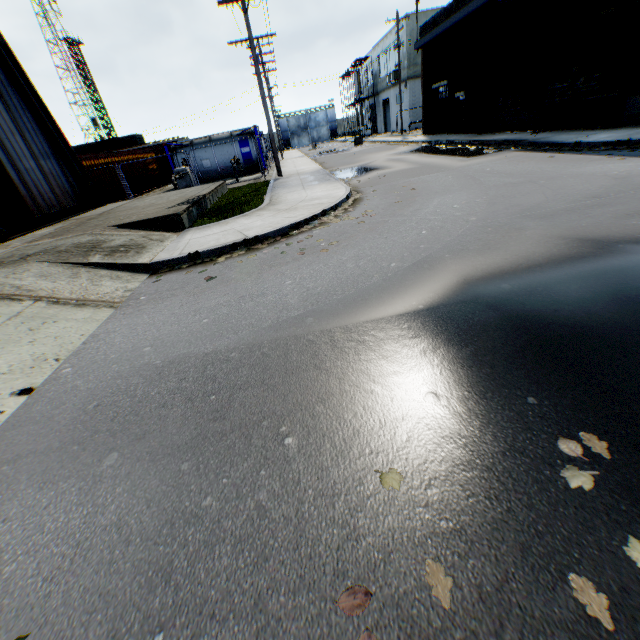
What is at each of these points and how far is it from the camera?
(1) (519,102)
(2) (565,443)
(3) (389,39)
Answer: (1) wooden pallet, 16.9m
(2) leaf decal, 2.0m
(3) building, 36.3m

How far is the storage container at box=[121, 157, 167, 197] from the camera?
→ 22.34m

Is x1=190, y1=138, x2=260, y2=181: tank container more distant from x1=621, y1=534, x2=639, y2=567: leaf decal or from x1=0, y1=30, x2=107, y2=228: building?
x1=621, y1=534, x2=639, y2=567: leaf decal

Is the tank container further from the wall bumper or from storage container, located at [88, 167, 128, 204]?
the wall bumper

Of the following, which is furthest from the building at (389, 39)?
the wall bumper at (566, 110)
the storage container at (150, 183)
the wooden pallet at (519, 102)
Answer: the storage container at (150, 183)

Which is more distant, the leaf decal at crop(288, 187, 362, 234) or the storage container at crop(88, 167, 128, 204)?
the storage container at crop(88, 167, 128, 204)

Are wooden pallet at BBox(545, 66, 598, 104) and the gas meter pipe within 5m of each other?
no

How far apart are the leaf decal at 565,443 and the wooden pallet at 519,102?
21.19m
